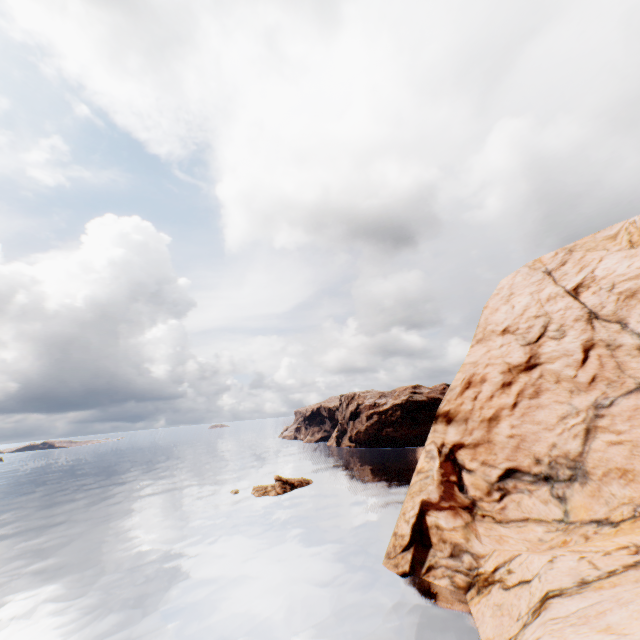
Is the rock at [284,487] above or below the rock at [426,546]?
below

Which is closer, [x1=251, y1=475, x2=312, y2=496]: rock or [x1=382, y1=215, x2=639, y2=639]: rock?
[x1=382, y1=215, x2=639, y2=639]: rock

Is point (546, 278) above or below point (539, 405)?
above

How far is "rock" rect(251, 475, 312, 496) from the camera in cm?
4948

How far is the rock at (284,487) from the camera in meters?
49.5

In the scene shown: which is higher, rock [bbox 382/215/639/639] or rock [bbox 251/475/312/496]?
rock [bbox 382/215/639/639]
